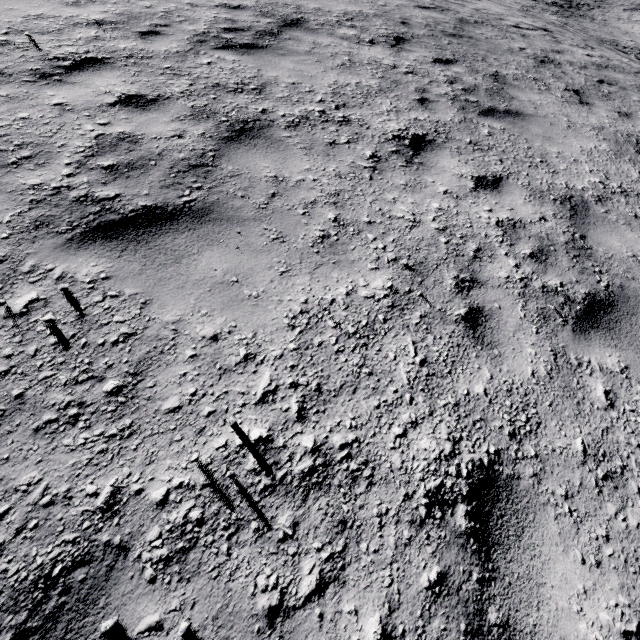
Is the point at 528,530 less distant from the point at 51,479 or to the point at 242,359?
the point at 242,359
